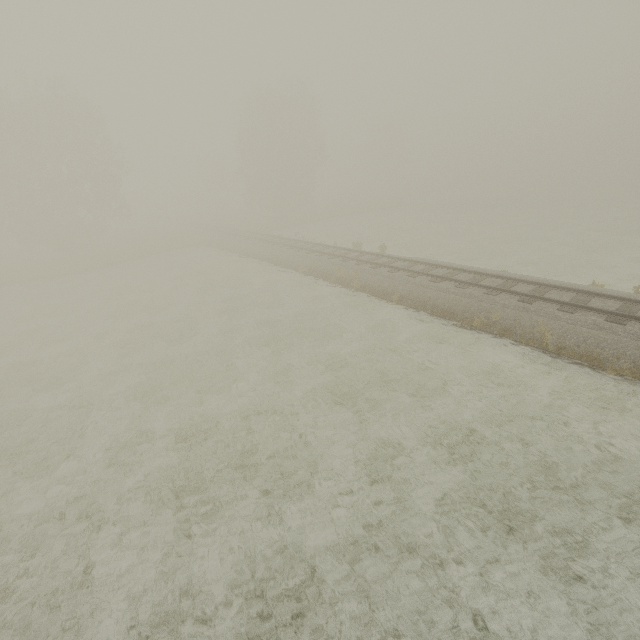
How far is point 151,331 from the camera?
17.6 meters
